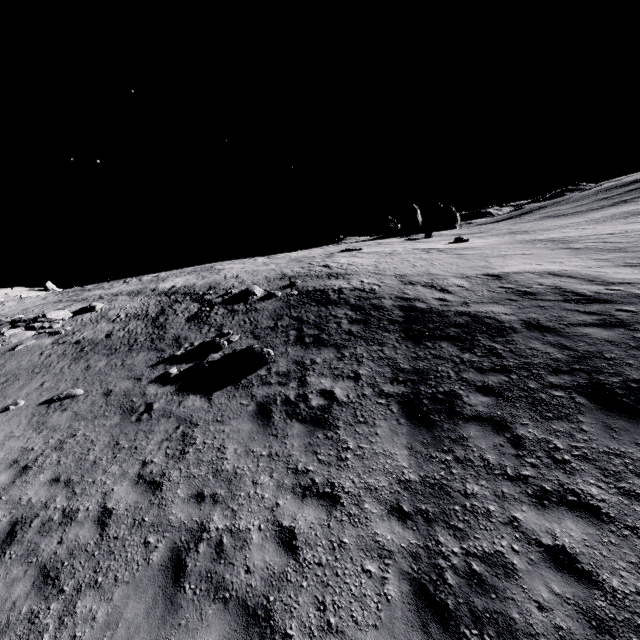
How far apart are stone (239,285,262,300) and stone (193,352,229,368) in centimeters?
685cm

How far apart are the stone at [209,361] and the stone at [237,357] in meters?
0.2

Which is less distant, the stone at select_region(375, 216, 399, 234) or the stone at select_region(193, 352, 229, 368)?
the stone at select_region(193, 352, 229, 368)

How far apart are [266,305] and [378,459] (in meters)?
12.36

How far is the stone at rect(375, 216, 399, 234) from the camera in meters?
43.0

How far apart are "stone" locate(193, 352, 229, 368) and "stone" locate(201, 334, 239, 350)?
0.61m

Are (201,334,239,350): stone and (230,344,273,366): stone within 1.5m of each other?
yes

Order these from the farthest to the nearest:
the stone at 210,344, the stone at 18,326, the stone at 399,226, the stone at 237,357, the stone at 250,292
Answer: the stone at 399,226
the stone at 250,292
the stone at 18,326
the stone at 210,344
the stone at 237,357
